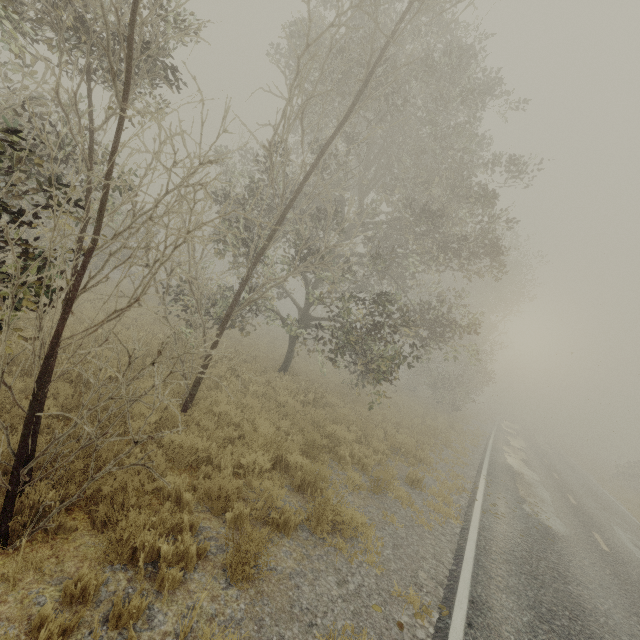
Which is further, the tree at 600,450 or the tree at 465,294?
the tree at 600,450

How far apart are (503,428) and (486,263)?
19.19m

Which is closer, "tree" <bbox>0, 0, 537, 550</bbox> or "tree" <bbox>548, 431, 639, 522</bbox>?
"tree" <bbox>0, 0, 537, 550</bbox>
